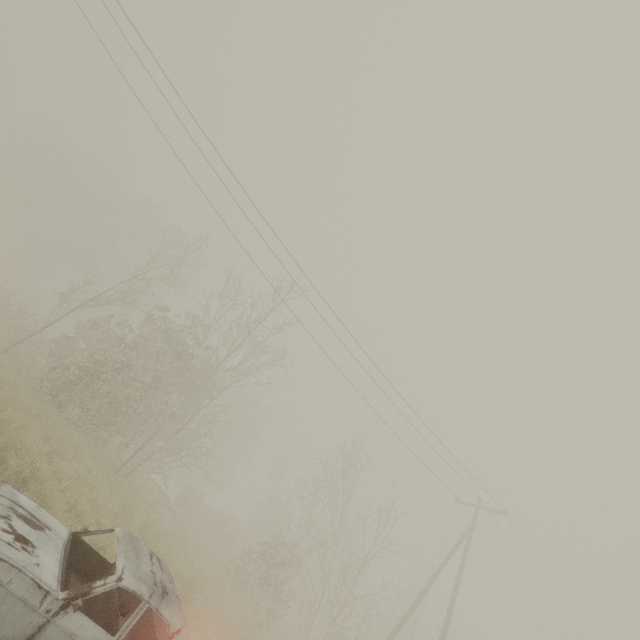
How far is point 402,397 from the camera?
15.2m
